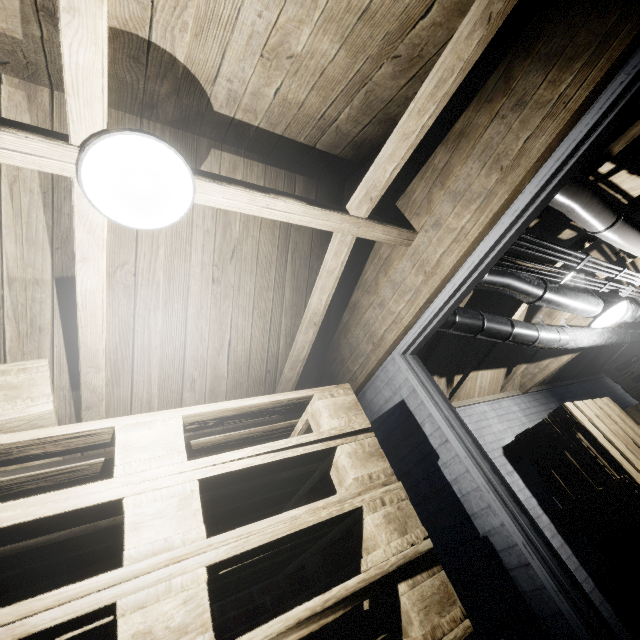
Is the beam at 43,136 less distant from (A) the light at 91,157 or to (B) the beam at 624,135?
(A) the light at 91,157

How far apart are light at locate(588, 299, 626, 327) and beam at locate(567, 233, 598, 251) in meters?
0.4

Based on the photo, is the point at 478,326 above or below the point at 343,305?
below

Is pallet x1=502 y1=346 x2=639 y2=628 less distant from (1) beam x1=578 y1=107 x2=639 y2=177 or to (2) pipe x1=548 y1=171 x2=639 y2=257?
(2) pipe x1=548 y1=171 x2=639 y2=257

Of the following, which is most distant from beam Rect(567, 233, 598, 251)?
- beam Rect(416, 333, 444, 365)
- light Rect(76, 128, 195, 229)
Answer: light Rect(76, 128, 195, 229)

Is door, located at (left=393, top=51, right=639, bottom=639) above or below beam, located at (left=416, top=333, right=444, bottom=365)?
below

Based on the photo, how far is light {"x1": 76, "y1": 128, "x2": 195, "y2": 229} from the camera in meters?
0.9 m

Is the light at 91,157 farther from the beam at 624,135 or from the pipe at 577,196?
the beam at 624,135
